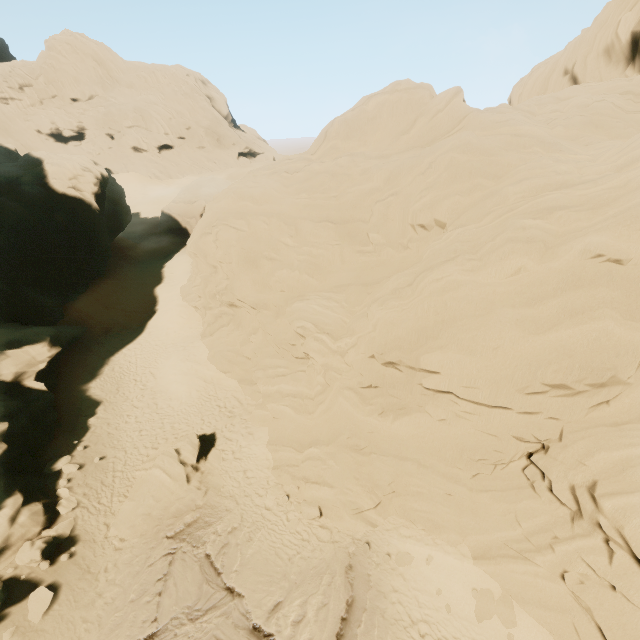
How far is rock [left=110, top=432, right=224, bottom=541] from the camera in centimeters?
1378cm

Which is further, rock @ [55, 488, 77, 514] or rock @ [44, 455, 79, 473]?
rock @ [44, 455, 79, 473]

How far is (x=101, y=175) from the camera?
32.69m

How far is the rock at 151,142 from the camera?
59.44m

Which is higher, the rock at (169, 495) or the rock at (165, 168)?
the rock at (165, 168)

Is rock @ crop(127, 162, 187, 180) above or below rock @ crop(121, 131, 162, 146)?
below
